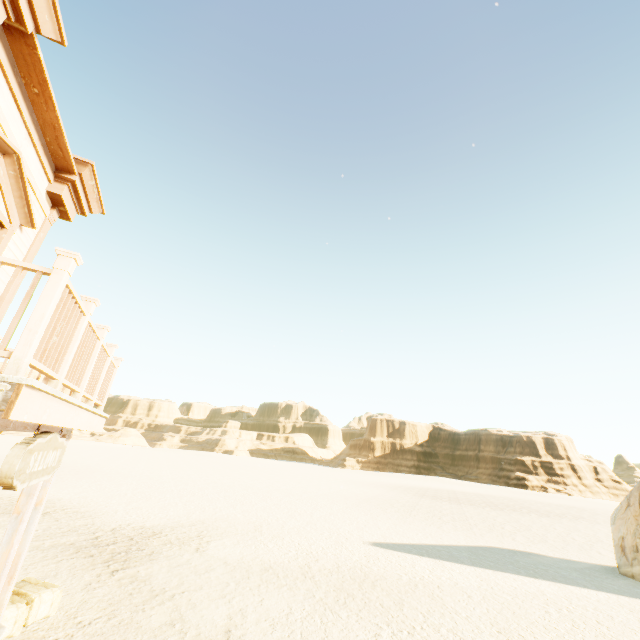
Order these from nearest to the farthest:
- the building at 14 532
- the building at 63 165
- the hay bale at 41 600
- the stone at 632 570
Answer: the building at 63 165
the building at 14 532
the hay bale at 41 600
the stone at 632 570

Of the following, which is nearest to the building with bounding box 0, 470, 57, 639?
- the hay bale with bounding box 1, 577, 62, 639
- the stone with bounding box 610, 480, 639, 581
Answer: A: the hay bale with bounding box 1, 577, 62, 639

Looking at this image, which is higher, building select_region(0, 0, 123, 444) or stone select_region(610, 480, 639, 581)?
building select_region(0, 0, 123, 444)

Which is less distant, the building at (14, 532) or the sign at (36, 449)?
the sign at (36, 449)

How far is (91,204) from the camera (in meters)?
7.03

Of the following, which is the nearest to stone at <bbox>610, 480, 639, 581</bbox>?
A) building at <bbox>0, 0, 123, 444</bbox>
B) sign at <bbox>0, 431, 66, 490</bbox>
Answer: building at <bbox>0, 0, 123, 444</bbox>

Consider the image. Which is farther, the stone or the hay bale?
the stone
